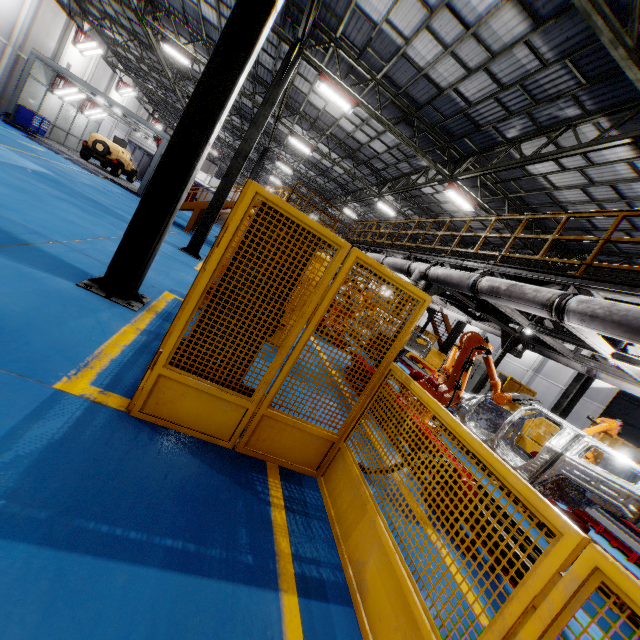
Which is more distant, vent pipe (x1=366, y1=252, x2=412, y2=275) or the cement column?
the cement column

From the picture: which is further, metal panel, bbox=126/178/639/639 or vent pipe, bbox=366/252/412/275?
vent pipe, bbox=366/252/412/275

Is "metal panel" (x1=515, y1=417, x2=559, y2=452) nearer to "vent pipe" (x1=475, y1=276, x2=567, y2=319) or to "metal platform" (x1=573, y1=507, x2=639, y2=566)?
"metal platform" (x1=573, y1=507, x2=639, y2=566)

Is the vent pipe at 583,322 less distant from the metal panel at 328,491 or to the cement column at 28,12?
the metal panel at 328,491

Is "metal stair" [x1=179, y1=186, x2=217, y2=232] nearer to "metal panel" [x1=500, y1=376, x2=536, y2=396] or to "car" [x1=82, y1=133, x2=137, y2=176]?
"metal panel" [x1=500, y1=376, x2=536, y2=396]

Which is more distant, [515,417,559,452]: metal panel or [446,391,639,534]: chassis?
[515,417,559,452]: metal panel

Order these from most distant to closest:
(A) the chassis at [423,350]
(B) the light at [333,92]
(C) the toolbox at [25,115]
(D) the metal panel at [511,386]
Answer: (C) the toolbox at [25,115] < (D) the metal panel at [511,386] < (A) the chassis at [423,350] < (B) the light at [333,92]

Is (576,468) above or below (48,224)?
above
